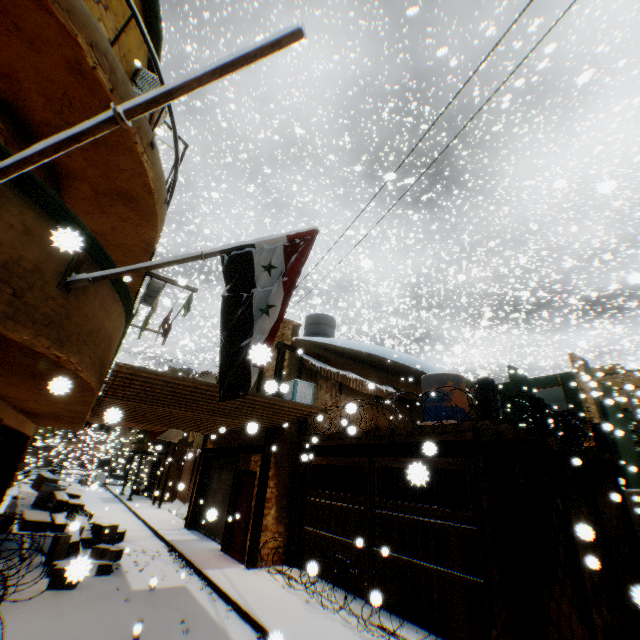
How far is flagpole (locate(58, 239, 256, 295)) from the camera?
3.41m

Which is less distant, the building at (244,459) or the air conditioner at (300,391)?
the building at (244,459)

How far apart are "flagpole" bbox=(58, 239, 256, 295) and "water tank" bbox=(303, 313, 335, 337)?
11.85m

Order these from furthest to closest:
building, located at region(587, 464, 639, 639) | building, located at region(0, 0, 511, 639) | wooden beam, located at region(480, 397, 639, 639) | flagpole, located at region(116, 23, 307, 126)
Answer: building, located at region(587, 464, 639, 639) < wooden beam, located at region(480, 397, 639, 639) < building, located at region(0, 0, 511, 639) < flagpole, located at region(116, 23, 307, 126)

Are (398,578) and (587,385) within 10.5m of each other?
no

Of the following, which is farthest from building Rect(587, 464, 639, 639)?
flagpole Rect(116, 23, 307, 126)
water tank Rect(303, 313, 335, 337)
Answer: water tank Rect(303, 313, 335, 337)

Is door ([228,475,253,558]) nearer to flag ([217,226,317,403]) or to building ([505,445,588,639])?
building ([505,445,588,639])

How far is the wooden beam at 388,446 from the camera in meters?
5.8
